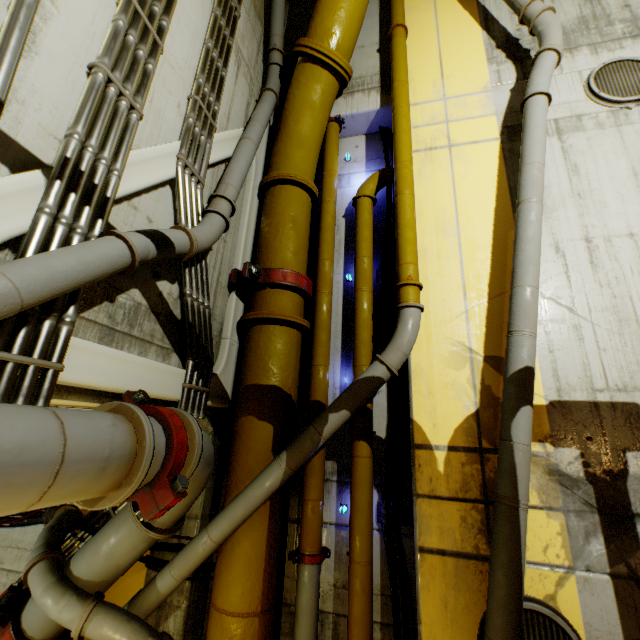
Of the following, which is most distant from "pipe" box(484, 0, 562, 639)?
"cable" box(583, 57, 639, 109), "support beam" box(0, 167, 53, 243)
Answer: "cable" box(583, 57, 639, 109)

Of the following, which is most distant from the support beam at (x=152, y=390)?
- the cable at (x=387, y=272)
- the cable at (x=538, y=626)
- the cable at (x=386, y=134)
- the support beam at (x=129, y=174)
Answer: the cable at (x=386, y=134)

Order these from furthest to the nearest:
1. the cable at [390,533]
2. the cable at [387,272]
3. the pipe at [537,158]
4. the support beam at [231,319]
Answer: the cable at [387,272] < the support beam at [231,319] < the cable at [390,533] < the pipe at [537,158]

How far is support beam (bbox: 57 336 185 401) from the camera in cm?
214

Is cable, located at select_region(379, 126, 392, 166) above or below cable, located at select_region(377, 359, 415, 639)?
above

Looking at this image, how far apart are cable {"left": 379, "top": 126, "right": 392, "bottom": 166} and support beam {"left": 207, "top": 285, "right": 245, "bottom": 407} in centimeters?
297cm

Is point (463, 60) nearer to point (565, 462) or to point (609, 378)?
point (609, 378)

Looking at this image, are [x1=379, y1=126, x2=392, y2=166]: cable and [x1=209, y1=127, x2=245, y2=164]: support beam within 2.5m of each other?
yes
